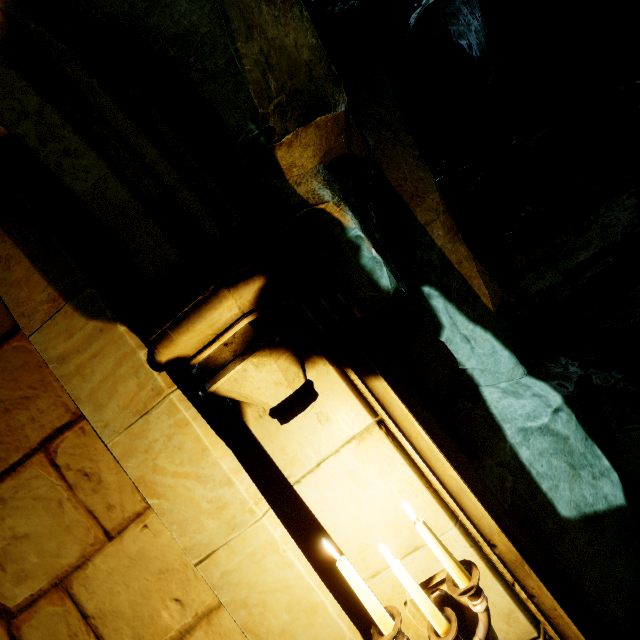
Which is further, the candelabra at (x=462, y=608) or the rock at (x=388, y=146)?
the rock at (x=388, y=146)

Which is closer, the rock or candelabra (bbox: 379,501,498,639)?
candelabra (bbox: 379,501,498,639)

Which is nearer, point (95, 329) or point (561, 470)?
point (95, 329)

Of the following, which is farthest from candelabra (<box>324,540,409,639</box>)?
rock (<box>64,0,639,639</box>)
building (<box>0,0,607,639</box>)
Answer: rock (<box>64,0,639,639</box>)

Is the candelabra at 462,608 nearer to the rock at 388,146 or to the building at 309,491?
the building at 309,491

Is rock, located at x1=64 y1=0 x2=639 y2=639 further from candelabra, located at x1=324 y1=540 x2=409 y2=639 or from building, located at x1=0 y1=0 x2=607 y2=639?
candelabra, located at x1=324 y1=540 x2=409 y2=639
